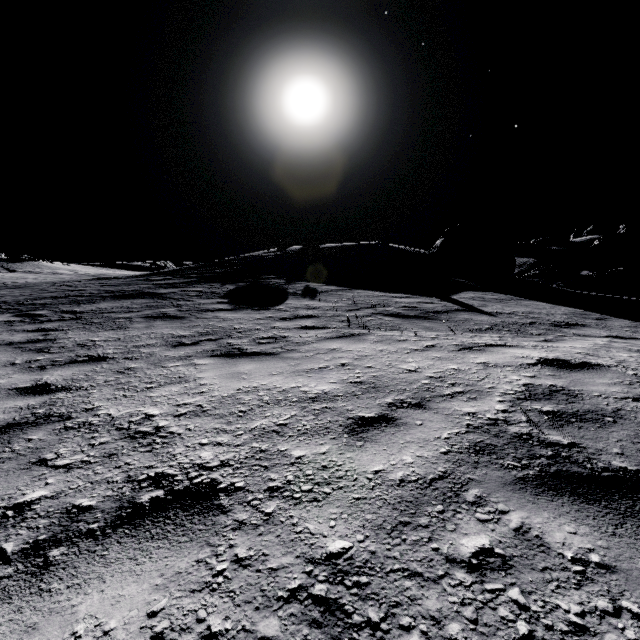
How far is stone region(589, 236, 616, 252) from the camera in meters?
56.8 m

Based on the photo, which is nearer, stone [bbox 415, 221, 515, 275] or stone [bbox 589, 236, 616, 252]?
stone [bbox 415, 221, 515, 275]

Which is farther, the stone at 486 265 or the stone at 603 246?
the stone at 603 246

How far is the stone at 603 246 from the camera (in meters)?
56.81

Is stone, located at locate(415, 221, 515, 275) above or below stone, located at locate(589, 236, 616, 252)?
below

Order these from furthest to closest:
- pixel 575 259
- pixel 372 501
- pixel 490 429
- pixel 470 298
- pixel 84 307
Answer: pixel 575 259 < pixel 470 298 < pixel 84 307 < pixel 490 429 < pixel 372 501

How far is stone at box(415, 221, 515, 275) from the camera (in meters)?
18.92
